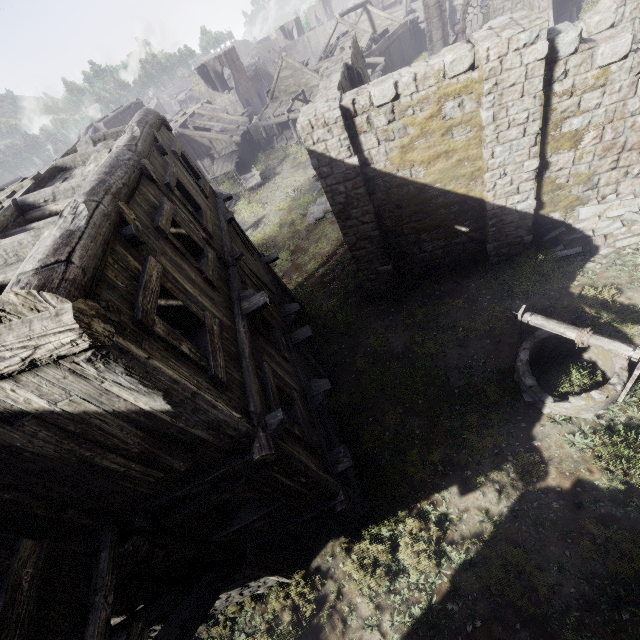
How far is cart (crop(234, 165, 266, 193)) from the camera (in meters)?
28.53

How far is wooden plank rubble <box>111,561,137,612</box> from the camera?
4.5 meters

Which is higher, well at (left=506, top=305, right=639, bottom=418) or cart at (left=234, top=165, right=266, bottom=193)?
well at (left=506, top=305, right=639, bottom=418)

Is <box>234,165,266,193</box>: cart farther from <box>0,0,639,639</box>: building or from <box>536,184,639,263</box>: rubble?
<box>536,184,639,263</box>: rubble

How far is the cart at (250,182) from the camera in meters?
28.5 m

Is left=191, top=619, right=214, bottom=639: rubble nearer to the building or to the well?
the building

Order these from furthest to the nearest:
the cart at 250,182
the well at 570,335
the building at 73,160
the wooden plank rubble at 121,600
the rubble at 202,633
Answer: the cart at 250,182 → the rubble at 202,633 → the well at 570,335 → the wooden plank rubble at 121,600 → the building at 73,160

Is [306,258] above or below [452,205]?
below
